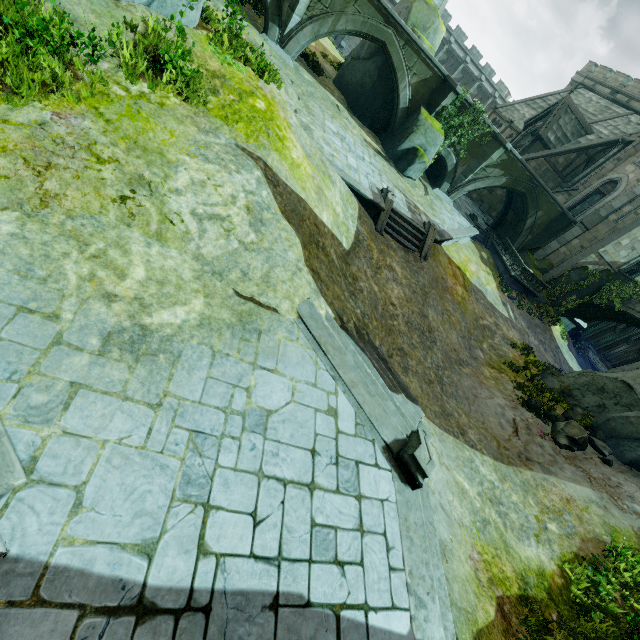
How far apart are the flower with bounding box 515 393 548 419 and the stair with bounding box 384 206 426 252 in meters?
7.9 m

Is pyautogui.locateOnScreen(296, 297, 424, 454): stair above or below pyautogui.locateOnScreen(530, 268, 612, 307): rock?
below

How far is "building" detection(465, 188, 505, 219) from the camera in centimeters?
3174cm

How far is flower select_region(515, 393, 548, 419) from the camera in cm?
1265

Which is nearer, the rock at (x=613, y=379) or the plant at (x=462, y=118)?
the rock at (x=613, y=379)

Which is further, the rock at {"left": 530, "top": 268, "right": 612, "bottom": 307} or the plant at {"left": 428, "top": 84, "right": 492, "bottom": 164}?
the rock at {"left": 530, "top": 268, "right": 612, "bottom": 307}

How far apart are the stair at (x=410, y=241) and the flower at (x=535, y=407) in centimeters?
794cm

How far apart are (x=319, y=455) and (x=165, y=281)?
3.83m
